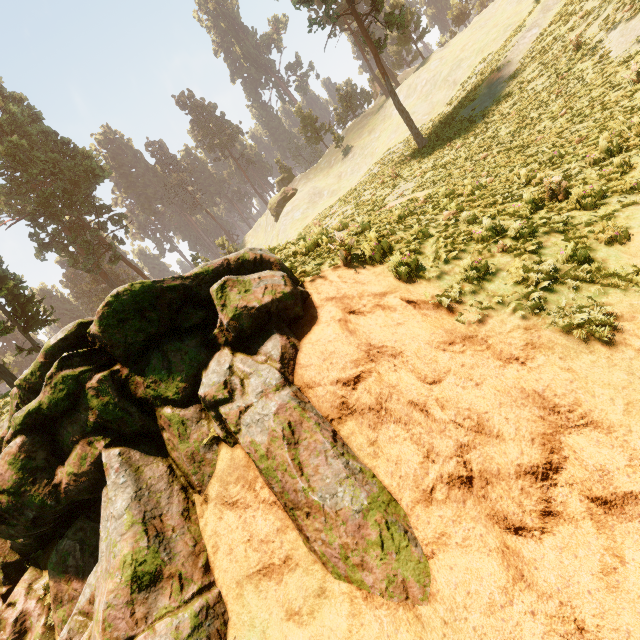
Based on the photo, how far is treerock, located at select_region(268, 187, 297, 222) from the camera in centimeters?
5369cm

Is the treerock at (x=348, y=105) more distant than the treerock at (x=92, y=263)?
Yes

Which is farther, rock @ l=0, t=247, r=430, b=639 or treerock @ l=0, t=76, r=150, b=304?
treerock @ l=0, t=76, r=150, b=304

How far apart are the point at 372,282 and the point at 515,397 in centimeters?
358cm

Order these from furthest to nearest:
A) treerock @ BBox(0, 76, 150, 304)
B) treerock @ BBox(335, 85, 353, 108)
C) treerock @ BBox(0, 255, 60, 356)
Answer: treerock @ BBox(335, 85, 353, 108) → treerock @ BBox(0, 76, 150, 304) → treerock @ BBox(0, 255, 60, 356)

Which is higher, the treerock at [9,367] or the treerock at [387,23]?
the treerock at [387,23]

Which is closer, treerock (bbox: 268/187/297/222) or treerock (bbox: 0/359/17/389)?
treerock (bbox: 0/359/17/389)
